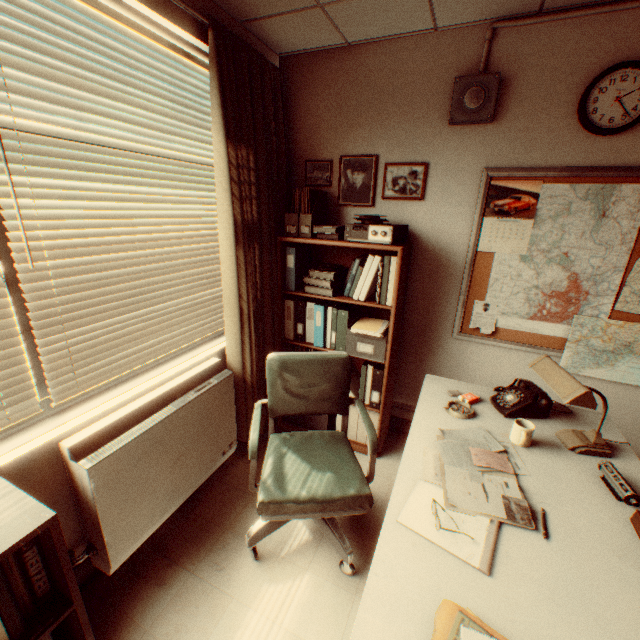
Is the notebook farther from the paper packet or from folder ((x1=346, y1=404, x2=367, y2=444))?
folder ((x1=346, y1=404, x2=367, y2=444))

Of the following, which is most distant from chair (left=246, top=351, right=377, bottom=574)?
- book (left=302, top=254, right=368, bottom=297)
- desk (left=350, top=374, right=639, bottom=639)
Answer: book (left=302, top=254, right=368, bottom=297)

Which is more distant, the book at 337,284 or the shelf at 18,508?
the book at 337,284

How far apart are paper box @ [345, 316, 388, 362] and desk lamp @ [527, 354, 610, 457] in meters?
1.1 m

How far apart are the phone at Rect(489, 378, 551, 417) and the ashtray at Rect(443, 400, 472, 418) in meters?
0.2 m

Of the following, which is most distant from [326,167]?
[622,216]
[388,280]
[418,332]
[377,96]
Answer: [622,216]

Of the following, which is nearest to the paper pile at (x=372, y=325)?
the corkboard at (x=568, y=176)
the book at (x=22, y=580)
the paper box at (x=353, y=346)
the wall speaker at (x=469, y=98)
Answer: the paper box at (x=353, y=346)

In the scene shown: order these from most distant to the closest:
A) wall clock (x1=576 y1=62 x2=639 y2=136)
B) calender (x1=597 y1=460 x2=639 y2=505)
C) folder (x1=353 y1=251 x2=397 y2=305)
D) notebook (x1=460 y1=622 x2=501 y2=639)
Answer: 1. folder (x1=353 y1=251 x2=397 y2=305)
2. wall clock (x1=576 y1=62 x2=639 y2=136)
3. calender (x1=597 y1=460 x2=639 y2=505)
4. notebook (x1=460 y1=622 x2=501 y2=639)
